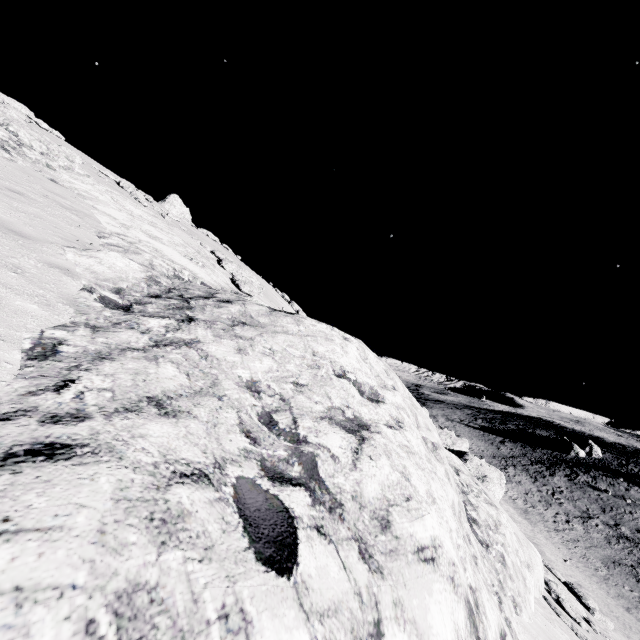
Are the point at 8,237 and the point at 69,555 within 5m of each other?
no

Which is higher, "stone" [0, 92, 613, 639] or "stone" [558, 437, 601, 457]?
"stone" [0, 92, 613, 639]

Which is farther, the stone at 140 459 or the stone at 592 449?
the stone at 592 449

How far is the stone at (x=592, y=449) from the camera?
53.0m

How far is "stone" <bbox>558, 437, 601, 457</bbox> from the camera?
53.0 meters

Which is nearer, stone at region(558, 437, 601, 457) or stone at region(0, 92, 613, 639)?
A: stone at region(0, 92, 613, 639)
